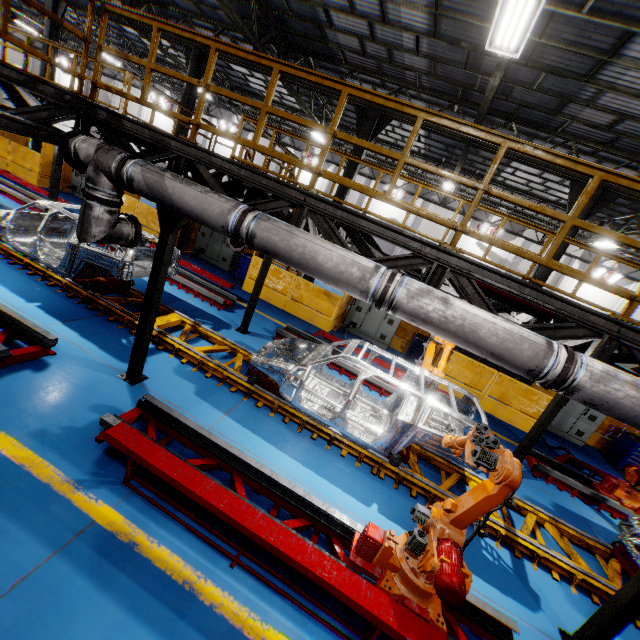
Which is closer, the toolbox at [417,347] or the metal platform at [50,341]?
the metal platform at [50,341]

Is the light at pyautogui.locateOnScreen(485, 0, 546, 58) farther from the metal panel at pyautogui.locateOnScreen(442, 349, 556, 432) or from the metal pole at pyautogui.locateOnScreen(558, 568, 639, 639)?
the metal panel at pyautogui.locateOnScreen(442, 349, 556, 432)

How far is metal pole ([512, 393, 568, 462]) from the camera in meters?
7.4 m

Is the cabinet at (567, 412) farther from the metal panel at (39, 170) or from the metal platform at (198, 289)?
the metal platform at (198, 289)

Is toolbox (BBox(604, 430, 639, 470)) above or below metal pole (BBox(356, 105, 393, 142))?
below

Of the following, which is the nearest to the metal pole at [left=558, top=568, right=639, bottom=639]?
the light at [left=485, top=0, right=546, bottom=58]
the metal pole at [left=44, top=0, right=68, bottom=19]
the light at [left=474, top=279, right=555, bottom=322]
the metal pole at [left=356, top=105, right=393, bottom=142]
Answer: the light at [left=474, top=279, right=555, bottom=322]

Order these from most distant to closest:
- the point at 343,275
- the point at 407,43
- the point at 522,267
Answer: the point at 522,267
the point at 407,43
the point at 343,275

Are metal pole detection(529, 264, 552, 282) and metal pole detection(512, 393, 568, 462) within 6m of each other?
yes
